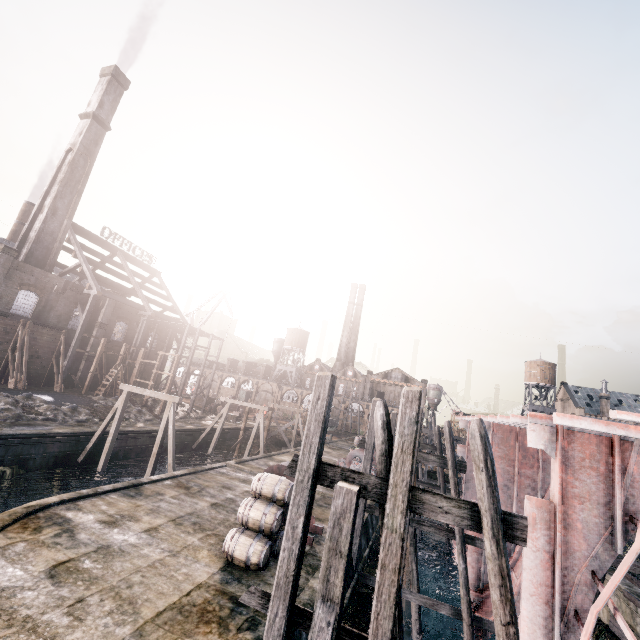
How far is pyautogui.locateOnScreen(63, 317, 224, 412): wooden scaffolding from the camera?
39.7 meters

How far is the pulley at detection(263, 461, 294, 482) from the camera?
14.7m

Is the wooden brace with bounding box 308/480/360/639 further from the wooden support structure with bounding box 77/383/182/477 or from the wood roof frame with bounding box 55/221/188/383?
the wood roof frame with bounding box 55/221/188/383

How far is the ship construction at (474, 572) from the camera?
14.77m

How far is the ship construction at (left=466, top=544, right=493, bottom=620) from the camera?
14.77m

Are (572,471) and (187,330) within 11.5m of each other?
no

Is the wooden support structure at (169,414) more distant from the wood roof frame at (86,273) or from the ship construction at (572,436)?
the ship construction at (572,436)

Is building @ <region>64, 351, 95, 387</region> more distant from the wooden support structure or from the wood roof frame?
the wooden support structure
